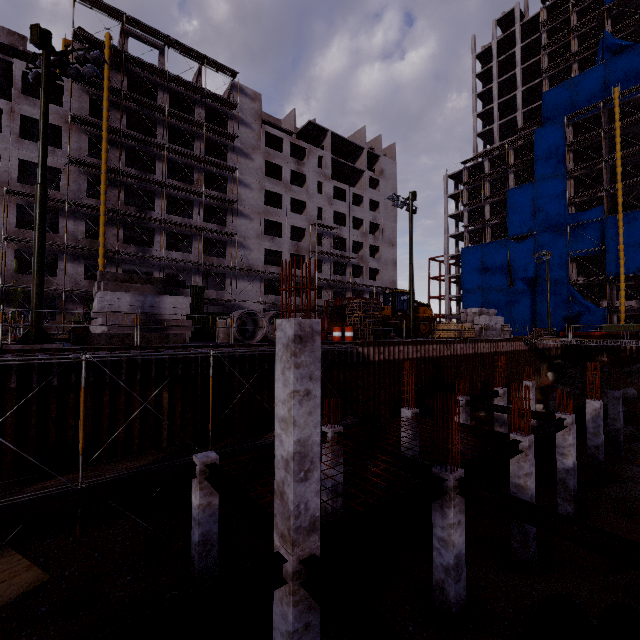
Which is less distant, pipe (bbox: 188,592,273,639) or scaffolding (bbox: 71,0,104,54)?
pipe (bbox: 188,592,273,639)

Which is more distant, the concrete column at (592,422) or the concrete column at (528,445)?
the concrete column at (592,422)

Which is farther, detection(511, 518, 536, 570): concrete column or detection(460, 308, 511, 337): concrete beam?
detection(460, 308, 511, 337): concrete beam

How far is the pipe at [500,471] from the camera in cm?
1414

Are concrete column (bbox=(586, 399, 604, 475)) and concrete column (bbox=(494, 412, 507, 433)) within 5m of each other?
yes

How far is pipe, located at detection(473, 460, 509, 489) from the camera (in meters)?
14.14

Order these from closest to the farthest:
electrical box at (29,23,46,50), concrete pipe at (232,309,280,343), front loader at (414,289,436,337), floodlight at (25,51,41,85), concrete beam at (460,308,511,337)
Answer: electrical box at (29,23,46,50), floodlight at (25,51,41,85), concrete pipe at (232,309,280,343), front loader at (414,289,436,337), concrete beam at (460,308,511,337)

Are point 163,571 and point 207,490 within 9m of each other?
yes
